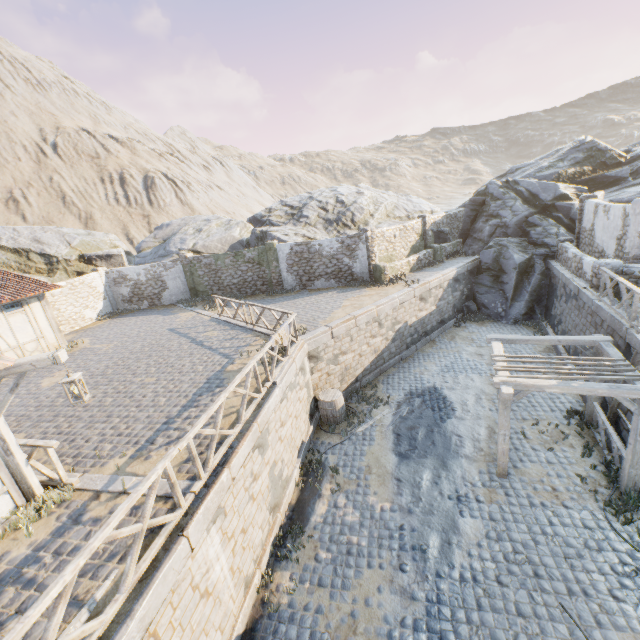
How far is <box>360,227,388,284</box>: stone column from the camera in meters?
18.3

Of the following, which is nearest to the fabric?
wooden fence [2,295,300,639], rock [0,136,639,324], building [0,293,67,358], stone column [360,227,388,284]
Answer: wooden fence [2,295,300,639]

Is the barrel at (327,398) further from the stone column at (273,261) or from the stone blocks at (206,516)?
the stone column at (273,261)

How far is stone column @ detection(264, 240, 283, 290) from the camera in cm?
1981

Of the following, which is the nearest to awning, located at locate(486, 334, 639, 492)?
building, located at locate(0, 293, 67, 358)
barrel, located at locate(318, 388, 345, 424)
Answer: barrel, located at locate(318, 388, 345, 424)

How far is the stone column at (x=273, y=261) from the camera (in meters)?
19.81

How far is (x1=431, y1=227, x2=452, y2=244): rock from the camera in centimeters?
2330cm

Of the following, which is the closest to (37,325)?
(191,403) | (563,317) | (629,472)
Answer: (191,403)
